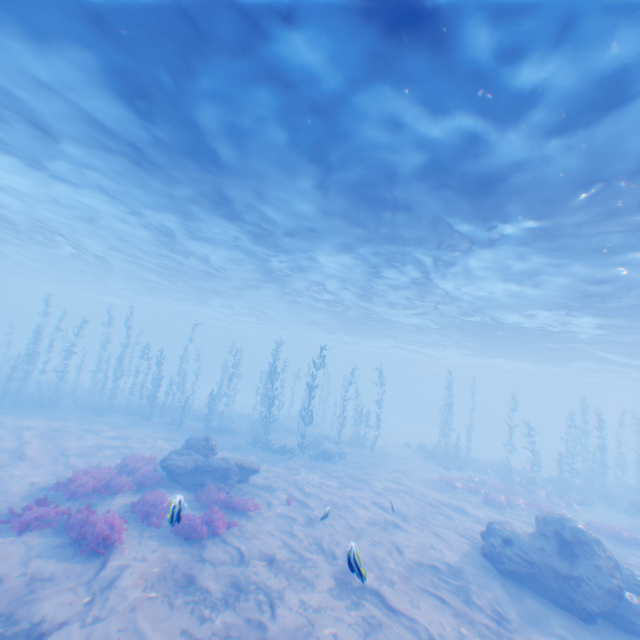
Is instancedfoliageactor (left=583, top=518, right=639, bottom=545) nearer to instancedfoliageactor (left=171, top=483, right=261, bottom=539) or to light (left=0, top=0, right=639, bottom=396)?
light (left=0, top=0, right=639, bottom=396)

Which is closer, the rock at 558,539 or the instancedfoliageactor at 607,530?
the rock at 558,539

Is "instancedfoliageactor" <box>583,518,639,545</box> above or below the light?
below

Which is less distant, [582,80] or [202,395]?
[582,80]

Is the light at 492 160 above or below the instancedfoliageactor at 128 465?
above

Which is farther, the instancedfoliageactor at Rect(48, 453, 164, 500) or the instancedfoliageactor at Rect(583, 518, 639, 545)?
the instancedfoliageactor at Rect(583, 518, 639, 545)

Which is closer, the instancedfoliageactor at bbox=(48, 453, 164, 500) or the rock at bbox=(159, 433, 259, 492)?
the instancedfoliageactor at bbox=(48, 453, 164, 500)

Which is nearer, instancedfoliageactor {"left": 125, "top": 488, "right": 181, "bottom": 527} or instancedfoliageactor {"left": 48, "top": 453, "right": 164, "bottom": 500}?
instancedfoliageactor {"left": 125, "top": 488, "right": 181, "bottom": 527}
